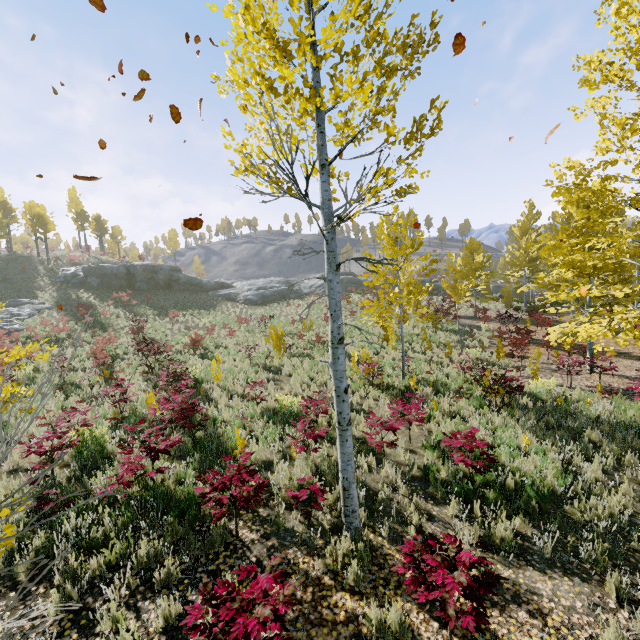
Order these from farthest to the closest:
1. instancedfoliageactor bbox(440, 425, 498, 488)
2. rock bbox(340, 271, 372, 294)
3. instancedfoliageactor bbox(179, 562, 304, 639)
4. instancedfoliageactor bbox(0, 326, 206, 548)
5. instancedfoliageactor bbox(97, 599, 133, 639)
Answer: rock bbox(340, 271, 372, 294) < instancedfoliageactor bbox(440, 425, 498, 488) < instancedfoliageactor bbox(97, 599, 133, 639) < instancedfoliageactor bbox(179, 562, 304, 639) < instancedfoliageactor bbox(0, 326, 206, 548)

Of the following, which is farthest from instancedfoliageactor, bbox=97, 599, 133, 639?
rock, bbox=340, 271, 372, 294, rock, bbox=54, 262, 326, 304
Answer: rock, bbox=54, 262, 326, 304

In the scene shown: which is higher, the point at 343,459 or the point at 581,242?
the point at 581,242

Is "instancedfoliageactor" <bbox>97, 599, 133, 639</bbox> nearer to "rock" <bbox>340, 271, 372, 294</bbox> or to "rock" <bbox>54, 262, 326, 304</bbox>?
"rock" <bbox>340, 271, 372, 294</bbox>

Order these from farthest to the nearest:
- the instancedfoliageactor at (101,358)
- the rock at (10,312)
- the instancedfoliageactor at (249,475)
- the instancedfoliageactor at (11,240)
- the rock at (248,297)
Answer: the instancedfoliageactor at (11,240) → the rock at (248,297) → the rock at (10,312) → the instancedfoliageactor at (101,358) → the instancedfoliageactor at (249,475)

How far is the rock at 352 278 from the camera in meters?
46.1

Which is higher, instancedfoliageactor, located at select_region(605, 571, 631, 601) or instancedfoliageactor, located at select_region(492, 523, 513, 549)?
instancedfoliageactor, located at select_region(492, 523, 513, 549)
